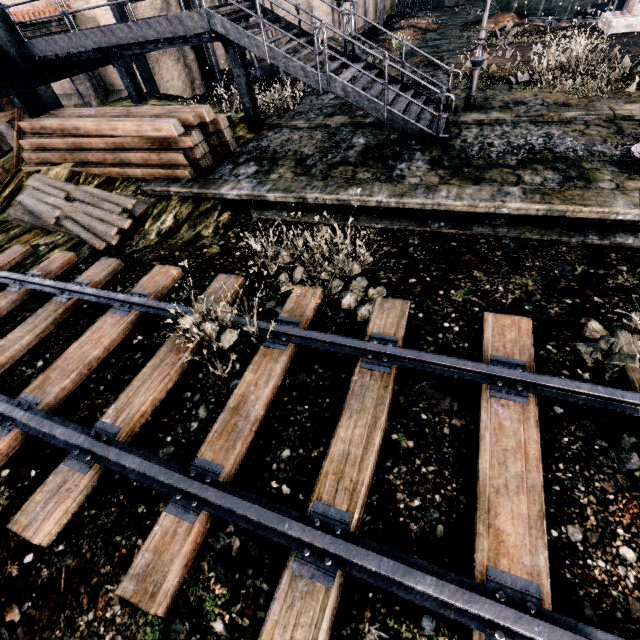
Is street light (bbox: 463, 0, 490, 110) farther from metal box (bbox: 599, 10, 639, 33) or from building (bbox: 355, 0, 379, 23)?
building (bbox: 355, 0, 379, 23)

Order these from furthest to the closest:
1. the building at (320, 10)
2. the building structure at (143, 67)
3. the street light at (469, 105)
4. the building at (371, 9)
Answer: the building at (371, 9), the building at (320, 10), the building structure at (143, 67), the street light at (469, 105)

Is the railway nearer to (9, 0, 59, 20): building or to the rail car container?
(9, 0, 59, 20): building

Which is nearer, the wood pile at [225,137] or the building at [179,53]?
the wood pile at [225,137]

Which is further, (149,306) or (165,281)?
(165,281)

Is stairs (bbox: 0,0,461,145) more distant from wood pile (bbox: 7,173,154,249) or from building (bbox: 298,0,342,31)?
wood pile (bbox: 7,173,154,249)

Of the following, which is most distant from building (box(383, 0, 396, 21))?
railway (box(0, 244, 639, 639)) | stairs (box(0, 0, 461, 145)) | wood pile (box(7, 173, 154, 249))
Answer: railway (box(0, 244, 639, 639))

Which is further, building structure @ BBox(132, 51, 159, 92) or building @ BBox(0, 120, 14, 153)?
building structure @ BBox(132, 51, 159, 92)
